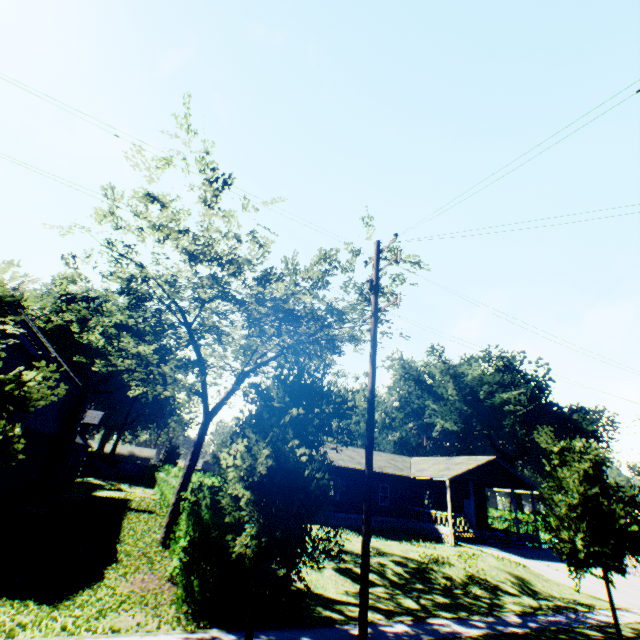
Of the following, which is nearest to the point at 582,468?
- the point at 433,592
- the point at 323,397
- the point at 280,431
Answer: the point at 433,592

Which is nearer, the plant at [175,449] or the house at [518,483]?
the house at [518,483]

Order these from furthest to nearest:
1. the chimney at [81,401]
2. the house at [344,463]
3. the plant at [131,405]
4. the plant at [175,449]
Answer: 1. the plant at [131,405]
2. the plant at [175,449]
3. the house at [344,463]
4. the chimney at [81,401]

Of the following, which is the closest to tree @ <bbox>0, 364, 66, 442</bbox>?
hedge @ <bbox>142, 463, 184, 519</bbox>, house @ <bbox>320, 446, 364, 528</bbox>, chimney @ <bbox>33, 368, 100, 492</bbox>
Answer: hedge @ <bbox>142, 463, 184, 519</bbox>

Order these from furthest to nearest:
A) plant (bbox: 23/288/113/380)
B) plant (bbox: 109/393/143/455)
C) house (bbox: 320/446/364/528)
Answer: plant (bbox: 23/288/113/380)
plant (bbox: 109/393/143/455)
house (bbox: 320/446/364/528)

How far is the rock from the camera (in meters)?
42.91

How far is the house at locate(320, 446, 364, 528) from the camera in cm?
2572

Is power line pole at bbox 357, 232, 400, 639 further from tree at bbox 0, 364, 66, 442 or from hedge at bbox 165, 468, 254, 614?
hedge at bbox 165, 468, 254, 614
